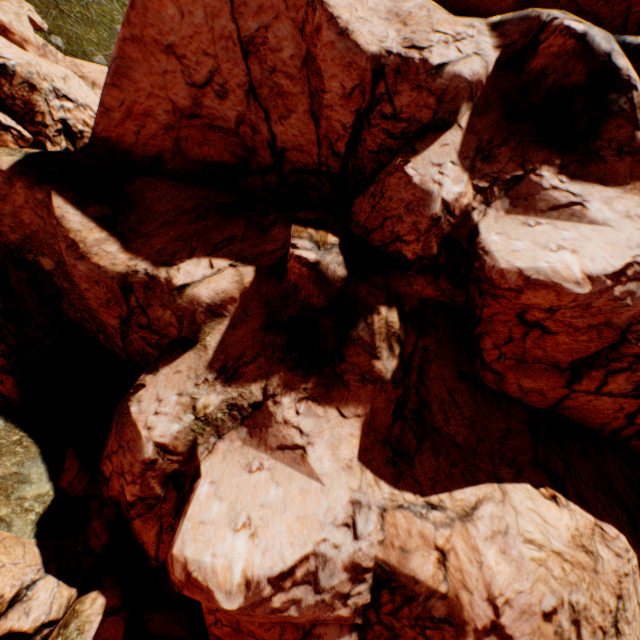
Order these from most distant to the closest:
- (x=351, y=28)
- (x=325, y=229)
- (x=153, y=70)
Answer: (x=153, y=70) < (x=325, y=229) < (x=351, y=28)
